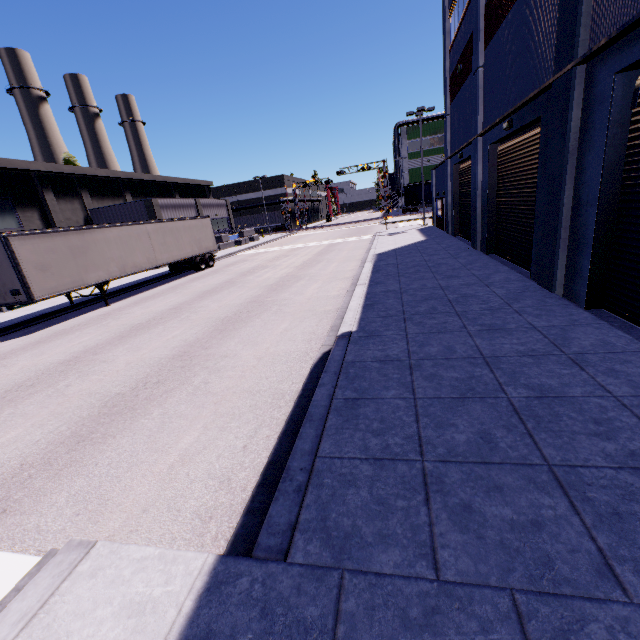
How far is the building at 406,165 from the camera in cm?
5772

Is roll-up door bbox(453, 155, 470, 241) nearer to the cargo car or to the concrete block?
the concrete block

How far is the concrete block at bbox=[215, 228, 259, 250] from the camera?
40.1 meters

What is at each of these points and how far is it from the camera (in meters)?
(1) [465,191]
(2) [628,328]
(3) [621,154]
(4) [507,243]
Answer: (1) roll-up door, 19.11
(2) building, 6.08
(3) roll-up door, 6.13
(4) roll-up door, 12.73

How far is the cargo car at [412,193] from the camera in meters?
56.1

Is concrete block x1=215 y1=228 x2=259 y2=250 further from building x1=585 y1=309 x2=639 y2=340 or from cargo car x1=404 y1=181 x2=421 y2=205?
cargo car x1=404 y1=181 x2=421 y2=205

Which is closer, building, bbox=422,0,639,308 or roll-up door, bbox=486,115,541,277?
building, bbox=422,0,639,308

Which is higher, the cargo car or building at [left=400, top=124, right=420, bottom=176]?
building at [left=400, top=124, right=420, bottom=176]
